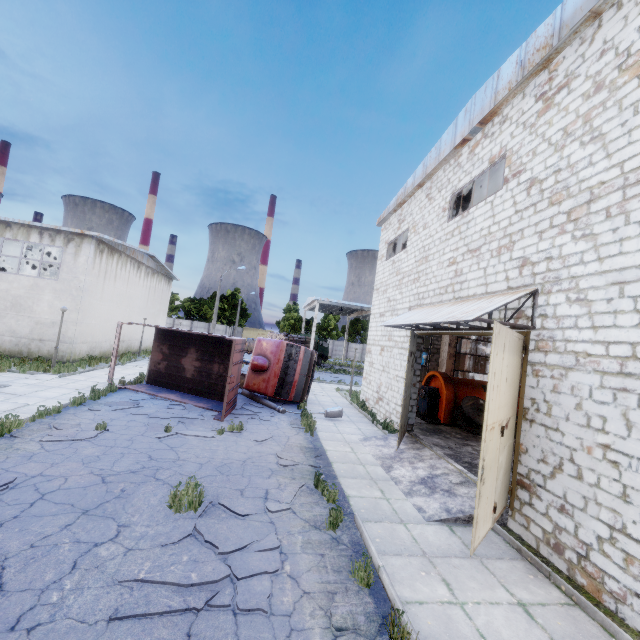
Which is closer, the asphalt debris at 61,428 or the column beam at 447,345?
the asphalt debris at 61,428

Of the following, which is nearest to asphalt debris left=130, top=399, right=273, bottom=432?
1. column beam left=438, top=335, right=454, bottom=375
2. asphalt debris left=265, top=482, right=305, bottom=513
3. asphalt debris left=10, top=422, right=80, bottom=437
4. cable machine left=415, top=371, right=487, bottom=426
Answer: asphalt debris left=10, top=422, right=80, bottom=437

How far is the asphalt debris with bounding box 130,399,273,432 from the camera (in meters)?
11.31

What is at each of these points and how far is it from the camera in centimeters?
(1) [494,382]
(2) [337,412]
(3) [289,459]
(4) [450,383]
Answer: (1) door, 562cm
(2) lamp post, 1454cm
(3) asphalt debris, 917cm
(4) cable machine, 1505cm

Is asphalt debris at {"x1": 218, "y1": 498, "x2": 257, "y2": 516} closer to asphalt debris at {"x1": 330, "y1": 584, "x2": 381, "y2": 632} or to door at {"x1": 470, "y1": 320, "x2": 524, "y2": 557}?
asphalt debris at {"x1": 330, "y1": 584, "x2": 381, "y2": 632}

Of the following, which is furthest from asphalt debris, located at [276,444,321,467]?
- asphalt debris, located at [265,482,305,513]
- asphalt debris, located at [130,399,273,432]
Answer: asphalt debris, located at [130,399,273,432]

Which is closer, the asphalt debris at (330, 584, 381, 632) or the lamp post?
the asphalt debris at (330, 584, 381, 632)

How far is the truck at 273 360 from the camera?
15.8 meters
